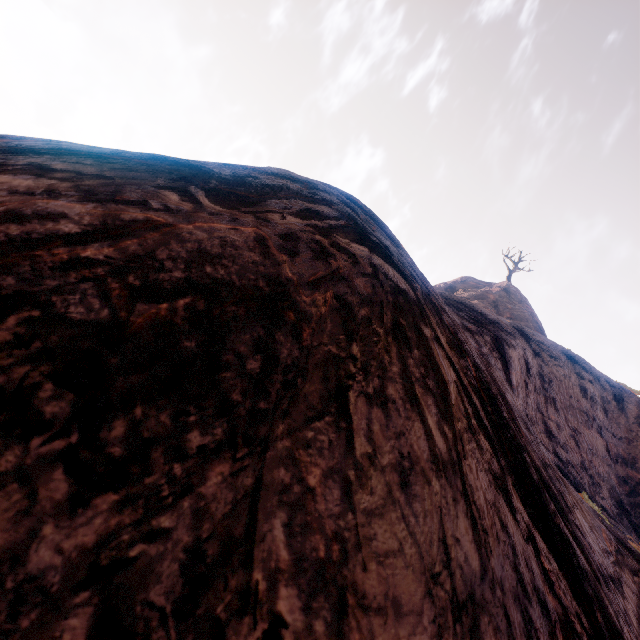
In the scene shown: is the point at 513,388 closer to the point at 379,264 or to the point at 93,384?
the point at 379,264
